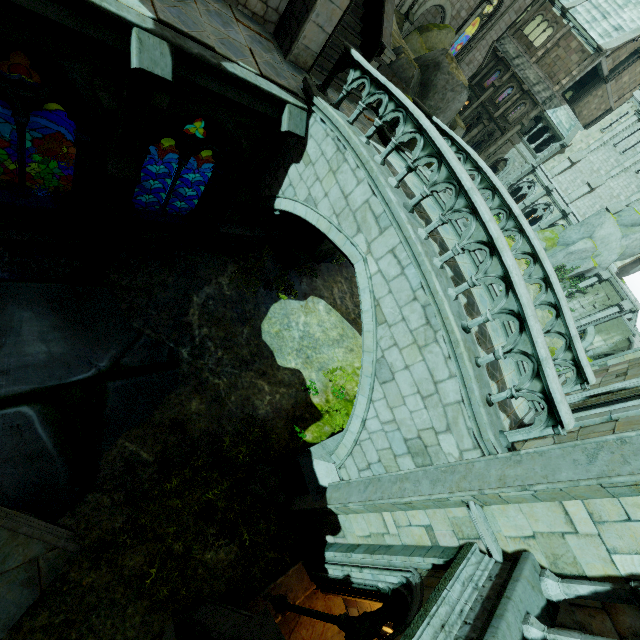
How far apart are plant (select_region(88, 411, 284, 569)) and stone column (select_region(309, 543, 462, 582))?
1.2m

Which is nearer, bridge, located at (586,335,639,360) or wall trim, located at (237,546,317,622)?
wall trim, located at (237,546,317,622)

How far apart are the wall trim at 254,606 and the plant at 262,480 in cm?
81

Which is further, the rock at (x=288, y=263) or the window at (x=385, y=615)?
the rock at (x=288, y=263)

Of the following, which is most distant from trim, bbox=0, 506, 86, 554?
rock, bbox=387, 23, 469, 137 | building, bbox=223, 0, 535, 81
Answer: rock, bbox=387, 23, 469, 137

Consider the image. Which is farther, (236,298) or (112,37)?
(236,298)

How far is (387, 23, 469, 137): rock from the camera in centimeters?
1284cm
